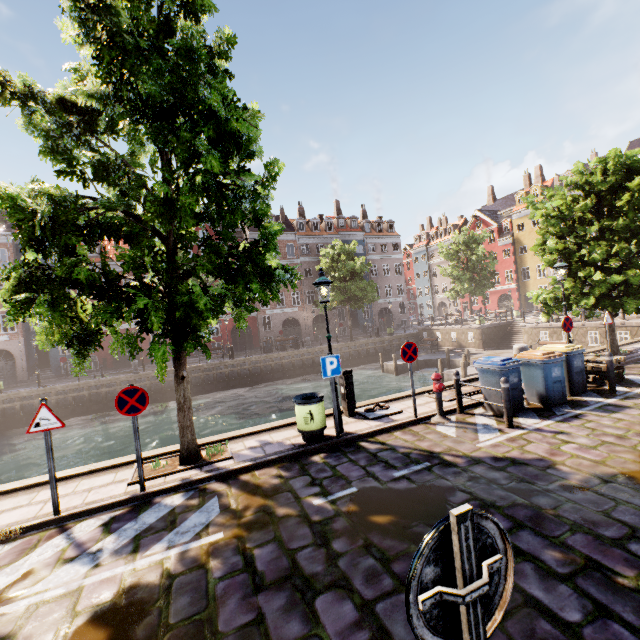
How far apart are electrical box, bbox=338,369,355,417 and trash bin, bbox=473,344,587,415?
4.42m

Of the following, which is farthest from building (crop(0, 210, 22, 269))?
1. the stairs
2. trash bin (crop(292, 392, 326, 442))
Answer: trash bin (crop(292, 392, 326, 442))

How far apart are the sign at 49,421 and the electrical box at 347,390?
6.00m

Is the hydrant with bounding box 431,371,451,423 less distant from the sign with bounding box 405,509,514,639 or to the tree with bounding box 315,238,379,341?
the tree with bounding box 315,238,379,341

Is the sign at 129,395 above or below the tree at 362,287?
below

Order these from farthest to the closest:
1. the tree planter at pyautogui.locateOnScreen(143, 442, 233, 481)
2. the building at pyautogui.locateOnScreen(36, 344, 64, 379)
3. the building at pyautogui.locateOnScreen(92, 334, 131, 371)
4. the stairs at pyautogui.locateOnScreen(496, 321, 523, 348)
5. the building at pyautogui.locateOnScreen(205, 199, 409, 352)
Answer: the building at pyautogui.locateOnScreen(205, 199, 409, 352), the building at pyautogui.locateOnScreen(92, 334, 131, 371), the building at pyautogui.locateOnScreen(36, 344, 64, 379), the stairs at pyautogui.locateOnScreen(496, 321, 523, 348), the tree planter at pyautogui.locateOnScreen(143, 442, 233, 481)

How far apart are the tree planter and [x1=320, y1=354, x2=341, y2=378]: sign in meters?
2.6

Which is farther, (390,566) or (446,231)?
(446,231)
